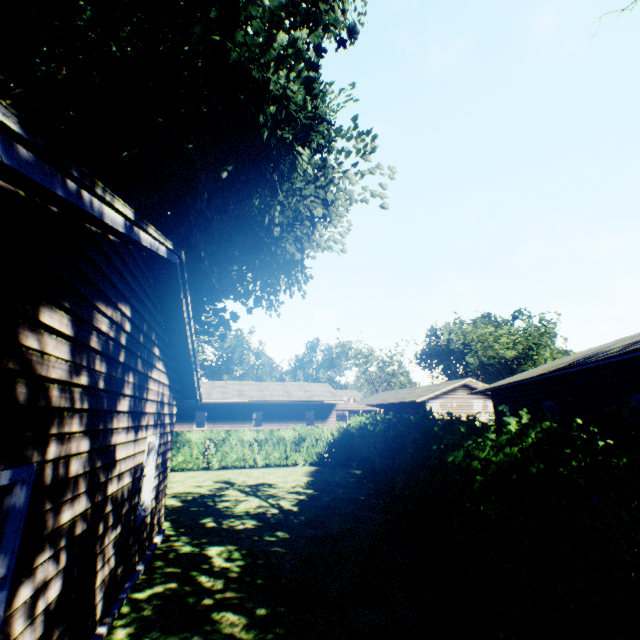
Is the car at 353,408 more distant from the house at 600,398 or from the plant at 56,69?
the plant at 56,69

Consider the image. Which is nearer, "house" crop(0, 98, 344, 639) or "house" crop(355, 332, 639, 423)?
"house" crop(0, 98, 344, 639)

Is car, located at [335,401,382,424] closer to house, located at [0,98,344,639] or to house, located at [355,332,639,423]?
house, located at [355,332,639,423]

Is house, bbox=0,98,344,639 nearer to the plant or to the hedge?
the plant

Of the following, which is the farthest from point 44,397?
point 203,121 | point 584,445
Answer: point 203,121

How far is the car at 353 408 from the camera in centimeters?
3225cm

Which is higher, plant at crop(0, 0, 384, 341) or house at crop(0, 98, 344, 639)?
plant at crop(0, 0, 384, 341)

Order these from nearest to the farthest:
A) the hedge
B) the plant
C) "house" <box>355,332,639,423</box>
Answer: the hedge < the plant < "house" <box>355,332,639,423</box>
